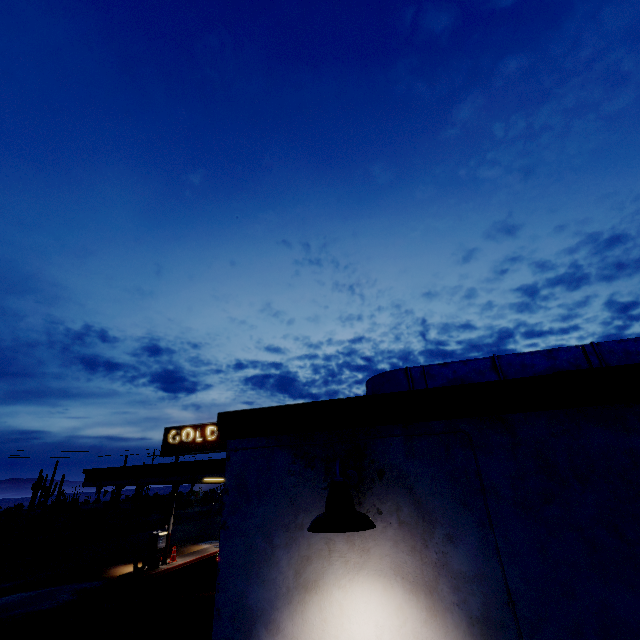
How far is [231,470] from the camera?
3.0 meters

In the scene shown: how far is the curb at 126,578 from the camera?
14.6 meters

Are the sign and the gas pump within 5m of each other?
yes

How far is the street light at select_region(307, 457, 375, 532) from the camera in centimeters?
197cm

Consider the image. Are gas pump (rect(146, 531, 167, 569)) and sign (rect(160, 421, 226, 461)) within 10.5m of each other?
yes

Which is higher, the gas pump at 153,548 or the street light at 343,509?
the street light at 343,509

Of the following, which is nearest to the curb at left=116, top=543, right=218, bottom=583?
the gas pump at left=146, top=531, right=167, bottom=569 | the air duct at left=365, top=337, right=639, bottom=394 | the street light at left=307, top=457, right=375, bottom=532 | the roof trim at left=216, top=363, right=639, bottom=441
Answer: the gas pump at left=146, top=531, right=167, bottom=569

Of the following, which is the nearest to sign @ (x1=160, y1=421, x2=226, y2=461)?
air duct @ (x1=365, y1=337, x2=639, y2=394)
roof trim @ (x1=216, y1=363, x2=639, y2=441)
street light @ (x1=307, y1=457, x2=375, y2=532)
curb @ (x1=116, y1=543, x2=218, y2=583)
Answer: roof trim @ (x1=216, y1=363, x2=639, y2=441)
